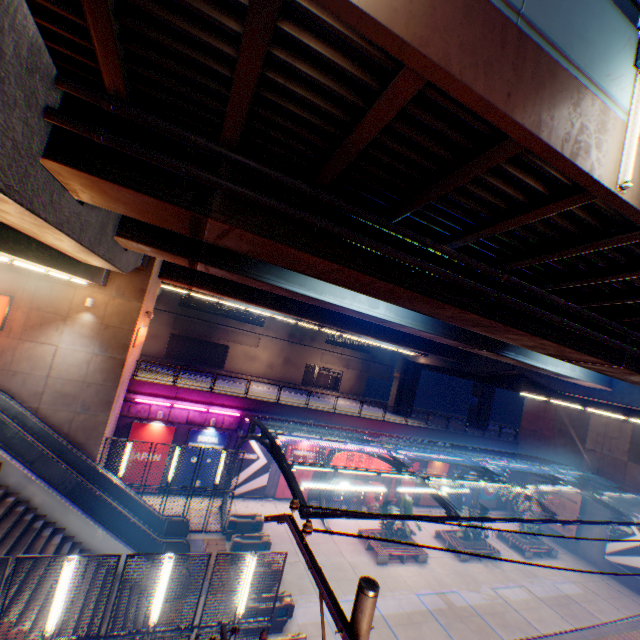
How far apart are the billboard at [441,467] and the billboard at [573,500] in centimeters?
936cm

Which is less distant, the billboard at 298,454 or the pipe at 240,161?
the pipe at 240,161

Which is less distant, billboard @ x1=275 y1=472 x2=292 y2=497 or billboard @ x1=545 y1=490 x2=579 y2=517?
billboard @ x1=275 y1=472 x2=292 y2=497

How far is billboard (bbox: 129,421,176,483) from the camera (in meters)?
20.61

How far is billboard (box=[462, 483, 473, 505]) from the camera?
31.5m

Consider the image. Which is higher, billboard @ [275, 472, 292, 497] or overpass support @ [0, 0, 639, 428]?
overpass support @ [0, 0, 639, 428]

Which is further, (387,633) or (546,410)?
(546,410)

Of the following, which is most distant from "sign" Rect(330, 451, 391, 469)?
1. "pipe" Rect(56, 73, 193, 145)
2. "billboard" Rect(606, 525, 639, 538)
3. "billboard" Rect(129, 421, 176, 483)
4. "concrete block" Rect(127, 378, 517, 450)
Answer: "pipe" Rect(56, 73, 193, 145)
